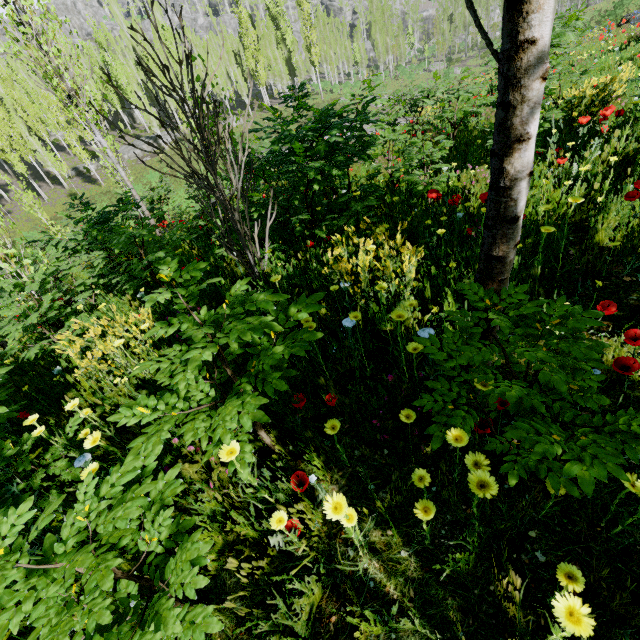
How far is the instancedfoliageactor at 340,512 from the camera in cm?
110

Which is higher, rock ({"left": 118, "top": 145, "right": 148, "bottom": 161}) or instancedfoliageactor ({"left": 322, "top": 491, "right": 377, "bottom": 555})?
instancedfoliageactor ({"left": 322, "top": 491, "right": 377, "bottom": 555})

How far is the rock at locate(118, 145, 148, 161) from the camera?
39.00m

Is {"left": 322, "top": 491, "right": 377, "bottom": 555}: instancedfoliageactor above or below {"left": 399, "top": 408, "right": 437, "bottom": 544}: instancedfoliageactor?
above

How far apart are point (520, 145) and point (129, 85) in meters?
55.4

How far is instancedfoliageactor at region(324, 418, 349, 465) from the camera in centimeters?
164cm

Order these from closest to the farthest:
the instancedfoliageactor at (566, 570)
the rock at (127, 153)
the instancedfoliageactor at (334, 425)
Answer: the instancedfoliageactor at (566, 570), the instancedfoliageactor at (334, 425), the rock at (127, 153)
